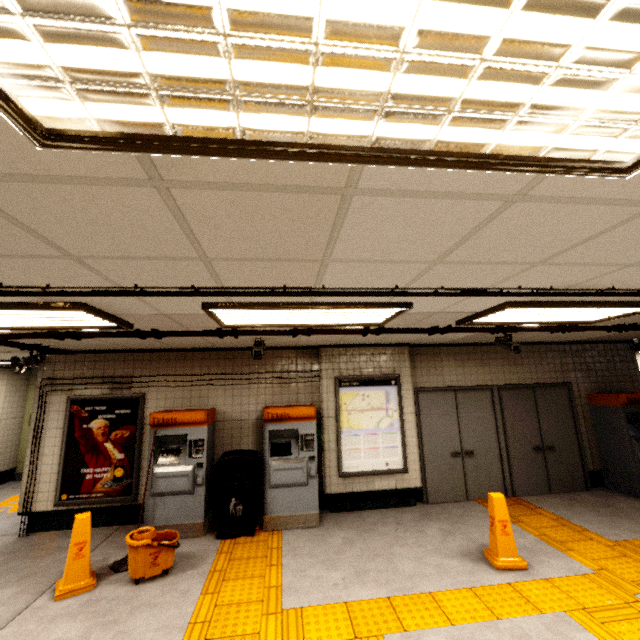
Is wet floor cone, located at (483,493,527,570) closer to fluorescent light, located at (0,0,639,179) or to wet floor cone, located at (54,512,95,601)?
fluorescent light, located at (0,0,639,179)

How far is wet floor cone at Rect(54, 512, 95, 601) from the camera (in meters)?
3.61

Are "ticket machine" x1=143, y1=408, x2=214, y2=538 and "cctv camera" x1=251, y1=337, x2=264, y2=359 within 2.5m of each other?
yes

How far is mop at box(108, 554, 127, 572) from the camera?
4.04m

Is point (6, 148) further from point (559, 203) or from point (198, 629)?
point (198, 629)

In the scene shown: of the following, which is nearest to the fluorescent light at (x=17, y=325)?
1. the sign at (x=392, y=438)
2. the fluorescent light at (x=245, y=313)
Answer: the fluorescent light at (x=245, y=313)

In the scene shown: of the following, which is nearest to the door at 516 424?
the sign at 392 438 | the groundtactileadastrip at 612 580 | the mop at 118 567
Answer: the groundtactileadastrip at 612 580

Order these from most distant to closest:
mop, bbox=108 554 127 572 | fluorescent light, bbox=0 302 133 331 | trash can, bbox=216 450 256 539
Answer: trash can, bbox=216 450 256 539 < mop, bbox=108 554 127 572 < fluorescent light, bbox=0 302 133 331
